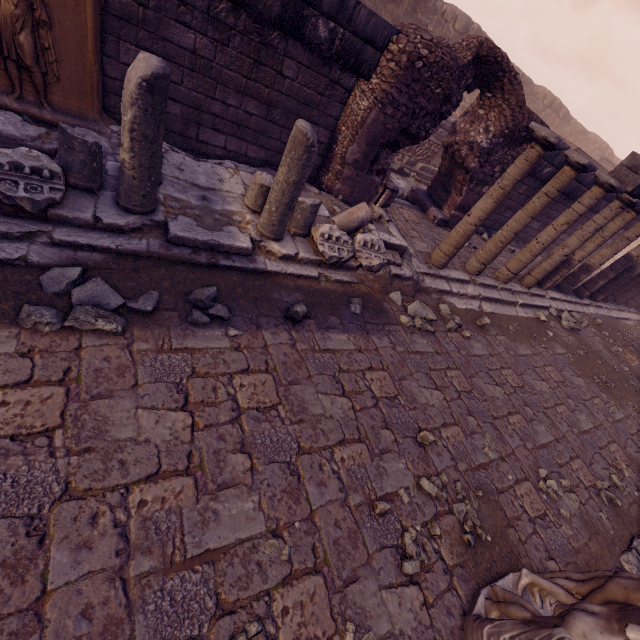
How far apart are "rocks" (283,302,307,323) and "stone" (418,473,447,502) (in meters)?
1.93

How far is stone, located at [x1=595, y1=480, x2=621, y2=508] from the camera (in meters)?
4.27

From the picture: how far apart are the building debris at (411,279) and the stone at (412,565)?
3.4m

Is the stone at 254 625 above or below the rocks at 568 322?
above

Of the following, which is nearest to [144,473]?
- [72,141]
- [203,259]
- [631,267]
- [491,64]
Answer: [203,259]

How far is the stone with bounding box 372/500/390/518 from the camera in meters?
2.6 m

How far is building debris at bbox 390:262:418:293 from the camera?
5.3 meters

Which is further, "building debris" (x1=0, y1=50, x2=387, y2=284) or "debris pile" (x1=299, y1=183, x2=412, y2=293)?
"debris pile" (x1=299, y1=183, x2=412, y2=293)
